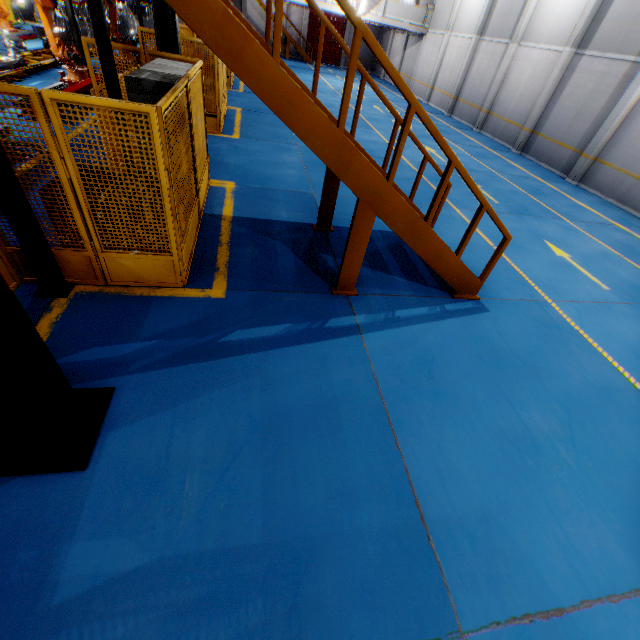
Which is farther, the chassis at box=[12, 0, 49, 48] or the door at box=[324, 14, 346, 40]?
the door at box=[324, 14, 346, 40]

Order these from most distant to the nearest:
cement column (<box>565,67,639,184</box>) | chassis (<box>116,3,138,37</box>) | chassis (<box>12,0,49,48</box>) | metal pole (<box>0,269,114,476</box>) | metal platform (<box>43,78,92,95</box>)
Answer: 1. chassis (<box>116,3,138,37</box>)
2. chassis (<box>12,0,49,48</box>)
3. cement column (<box>565,67,639,184</box>)
4. metal platform (<box>43,78,92,95</box>)
5. metal pole (<box>0,269,114,476</box>)

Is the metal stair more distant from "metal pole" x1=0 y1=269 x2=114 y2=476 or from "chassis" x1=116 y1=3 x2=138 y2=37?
"chassis" x1=116 y1=3 x2=138 y2=37

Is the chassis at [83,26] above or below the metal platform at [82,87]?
above

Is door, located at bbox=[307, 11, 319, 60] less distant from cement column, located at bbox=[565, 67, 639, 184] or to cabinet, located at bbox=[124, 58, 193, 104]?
cement column, located at bbox=[565, 67, 639, 184]

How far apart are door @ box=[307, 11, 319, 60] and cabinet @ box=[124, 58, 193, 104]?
36.69m

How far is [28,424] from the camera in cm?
251

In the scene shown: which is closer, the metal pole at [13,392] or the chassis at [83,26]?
the metal pole at [13,392]
